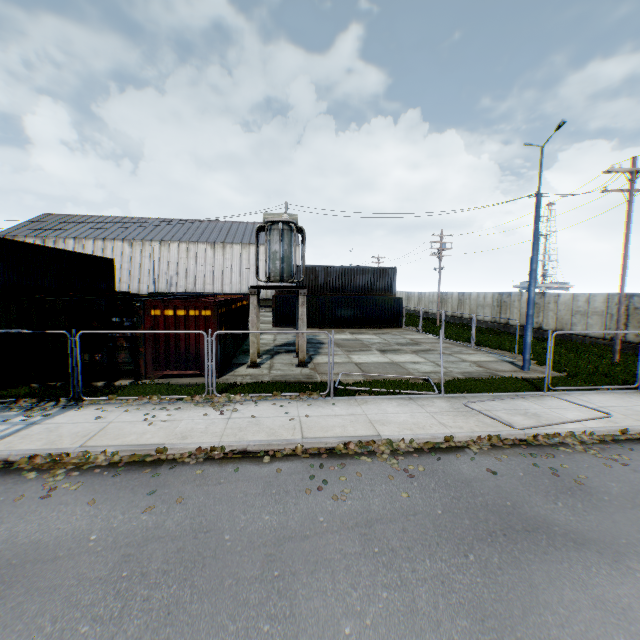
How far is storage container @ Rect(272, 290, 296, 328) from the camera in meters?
28.9

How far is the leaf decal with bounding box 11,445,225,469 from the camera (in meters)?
6.60

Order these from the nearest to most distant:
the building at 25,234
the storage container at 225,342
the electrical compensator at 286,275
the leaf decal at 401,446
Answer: the leaf decal at 401,446 < the storage container at 225,342 < the electrical compensator at 286,275 < the building at 25,234

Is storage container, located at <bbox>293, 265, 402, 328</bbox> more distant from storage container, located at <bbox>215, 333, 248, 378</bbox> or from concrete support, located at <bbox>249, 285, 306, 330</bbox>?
concrete support, located at <bbox>249, 285, 306, 330</bbox>

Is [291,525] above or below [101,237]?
below

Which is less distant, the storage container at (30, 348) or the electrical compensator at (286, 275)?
the storage container at (30, 348)

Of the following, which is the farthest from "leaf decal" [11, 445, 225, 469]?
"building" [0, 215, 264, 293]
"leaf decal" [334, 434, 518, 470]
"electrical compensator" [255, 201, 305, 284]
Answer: "building" [0, 215, 264, 293]

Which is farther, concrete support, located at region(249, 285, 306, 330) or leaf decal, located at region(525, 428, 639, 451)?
concrete support, located at region(249, 285, 306, 330)
